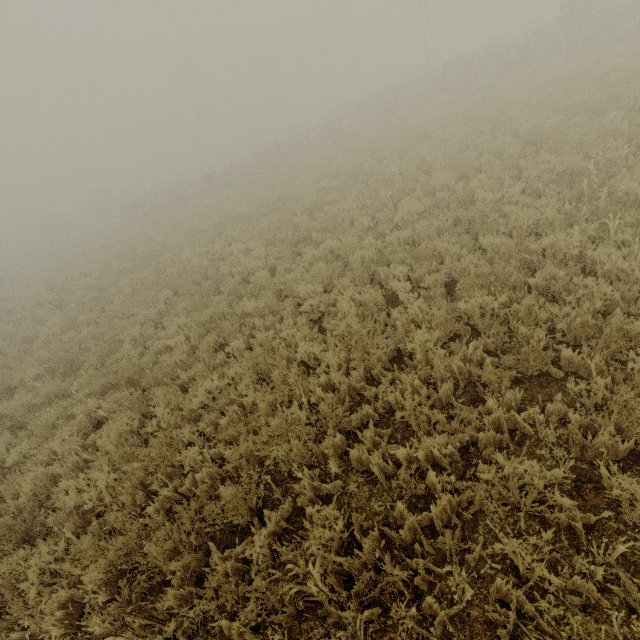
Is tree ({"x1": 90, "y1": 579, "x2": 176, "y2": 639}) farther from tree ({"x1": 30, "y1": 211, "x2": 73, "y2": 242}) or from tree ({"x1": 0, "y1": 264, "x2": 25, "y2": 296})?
tree ({"x1": 30, "y1": 211, "x2": 73, "y2": 242})

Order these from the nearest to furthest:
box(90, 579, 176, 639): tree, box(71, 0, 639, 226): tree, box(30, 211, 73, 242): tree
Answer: box(90, 579, 176, 639): tree → box(71, 0, 639, 226): tree → box(30, 211, 73, 242): tree

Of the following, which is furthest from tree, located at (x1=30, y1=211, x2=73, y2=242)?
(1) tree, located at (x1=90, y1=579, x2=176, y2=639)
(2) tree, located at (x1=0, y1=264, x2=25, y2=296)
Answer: (1) tree, located at (x1=90, y1=579, x2=176, y2=639)

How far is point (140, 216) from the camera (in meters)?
26.77

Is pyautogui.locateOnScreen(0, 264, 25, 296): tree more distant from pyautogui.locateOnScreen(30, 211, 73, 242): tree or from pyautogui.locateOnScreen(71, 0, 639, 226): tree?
pyautogui.locateOnScreen(30, 211, 73, 242): tree

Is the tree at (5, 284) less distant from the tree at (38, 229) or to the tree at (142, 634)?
the tree at (38, 229)

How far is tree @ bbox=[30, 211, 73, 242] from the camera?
49.03m

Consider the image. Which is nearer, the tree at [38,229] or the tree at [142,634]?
the tree at [142,634]
